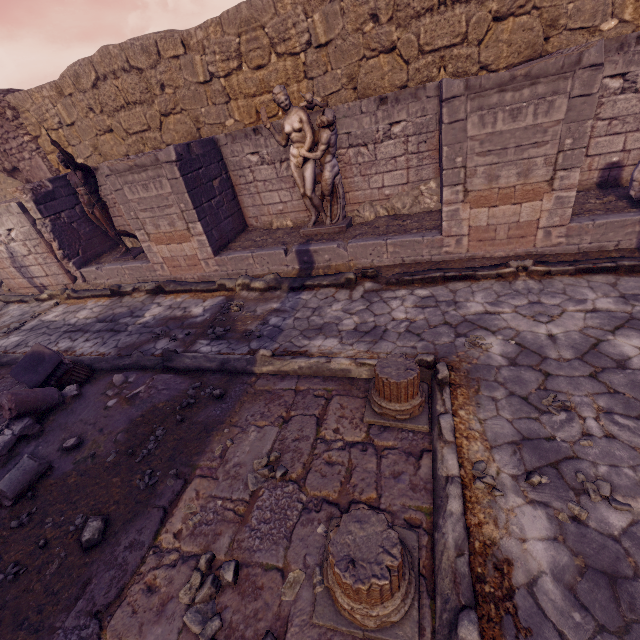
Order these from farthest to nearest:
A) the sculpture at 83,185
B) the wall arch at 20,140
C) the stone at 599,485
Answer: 1. the wall arch at 20,140
2. the sculpture at 83,185
3. the stone at 599,485

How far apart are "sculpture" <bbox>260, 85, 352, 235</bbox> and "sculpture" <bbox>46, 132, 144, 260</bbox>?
4.5m

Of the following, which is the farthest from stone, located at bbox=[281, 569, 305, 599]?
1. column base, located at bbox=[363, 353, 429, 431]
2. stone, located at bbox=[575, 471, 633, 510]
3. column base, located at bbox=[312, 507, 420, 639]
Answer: stone, located at bbox=[575, 471, 633, 510]

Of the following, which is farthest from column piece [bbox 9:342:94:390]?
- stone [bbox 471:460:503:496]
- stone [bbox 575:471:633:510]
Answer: stone [bbox 575:471:633:510]

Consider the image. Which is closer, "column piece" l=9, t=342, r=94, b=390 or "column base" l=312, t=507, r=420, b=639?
"column base" l=312, t=507, r=420, b=639

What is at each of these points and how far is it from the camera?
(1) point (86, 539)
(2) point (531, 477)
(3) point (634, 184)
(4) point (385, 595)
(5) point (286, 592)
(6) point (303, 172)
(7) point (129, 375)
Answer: (1) rocks, 2.8 meters
(2) stone, 2.6 meters
(3) sculpture, 5.0 meters
(4) column base, 2.0 meters
(5) stone, 2.3 meters
(6) sculpture, 6.7 meters
(7) debris pile, 4.9 meters

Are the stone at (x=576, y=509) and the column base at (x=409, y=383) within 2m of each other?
yes

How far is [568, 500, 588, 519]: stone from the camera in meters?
2.4 m
